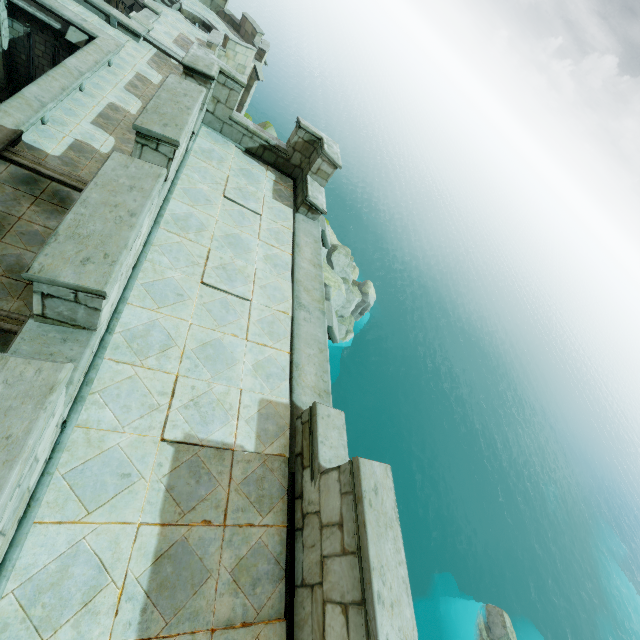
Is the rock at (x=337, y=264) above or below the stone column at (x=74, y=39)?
below

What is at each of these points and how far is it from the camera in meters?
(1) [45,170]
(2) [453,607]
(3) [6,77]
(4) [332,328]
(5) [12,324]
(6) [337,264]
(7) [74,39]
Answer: (1) trim, 9.9
(2) rock, 30.0
(3) stone column, 16.0
(4) stone column, 6.8
(5) trim, 7.5
(6) rock, 34.2
(7) stone column, 14.8

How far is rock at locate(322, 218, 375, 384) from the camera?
31.58m

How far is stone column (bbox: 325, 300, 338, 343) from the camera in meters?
6.7 m

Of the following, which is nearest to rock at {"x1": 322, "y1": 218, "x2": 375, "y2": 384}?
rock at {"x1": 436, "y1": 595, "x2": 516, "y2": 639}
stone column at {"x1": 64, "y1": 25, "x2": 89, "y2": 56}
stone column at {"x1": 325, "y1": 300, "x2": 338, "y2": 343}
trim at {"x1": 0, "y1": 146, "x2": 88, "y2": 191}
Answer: stone column at {"x1": 64, "y1": 25, "x2": 89, "y2": 56}

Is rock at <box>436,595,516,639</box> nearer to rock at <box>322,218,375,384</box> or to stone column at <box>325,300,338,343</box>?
rock at <box>322,218,375,384</box>

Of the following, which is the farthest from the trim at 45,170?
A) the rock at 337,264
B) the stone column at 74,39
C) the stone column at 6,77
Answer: the rock at 337,264

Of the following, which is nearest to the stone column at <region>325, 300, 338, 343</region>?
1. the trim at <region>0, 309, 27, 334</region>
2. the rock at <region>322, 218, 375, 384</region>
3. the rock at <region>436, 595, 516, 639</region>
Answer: Result: the trim at <region>0, 309, 27, 334</region>
